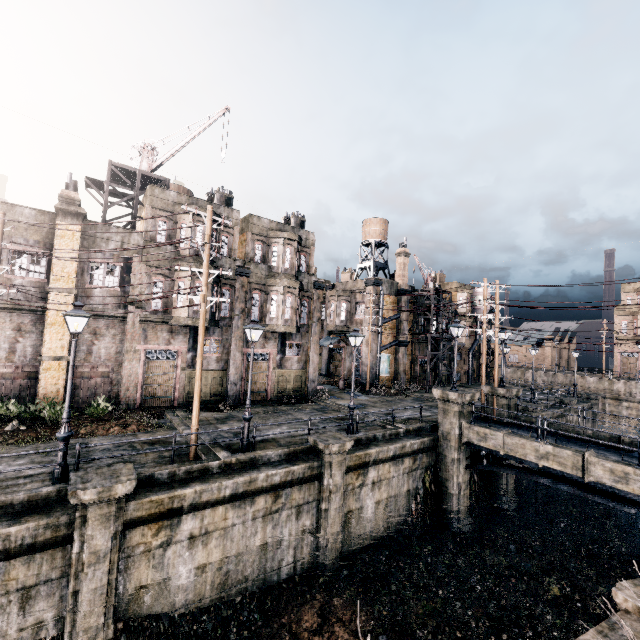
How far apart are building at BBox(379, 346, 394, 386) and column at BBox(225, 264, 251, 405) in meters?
16.4 m

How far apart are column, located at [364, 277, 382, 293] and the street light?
26.6m

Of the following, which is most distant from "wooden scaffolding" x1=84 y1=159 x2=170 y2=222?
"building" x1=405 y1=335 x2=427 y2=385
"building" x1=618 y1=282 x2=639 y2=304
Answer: "building" x1=618 y1=282 x2=639 y2=304

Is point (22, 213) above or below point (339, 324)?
above

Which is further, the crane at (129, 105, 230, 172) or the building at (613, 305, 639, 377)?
the building at (613, 305, 639, 377)

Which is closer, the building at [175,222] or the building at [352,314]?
the building at [175,222]

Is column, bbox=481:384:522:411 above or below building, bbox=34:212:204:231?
below

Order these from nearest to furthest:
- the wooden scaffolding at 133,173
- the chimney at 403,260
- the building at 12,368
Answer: the building at 12,368, the wooden scaffolding at 133,173, the chimney at 403,260
